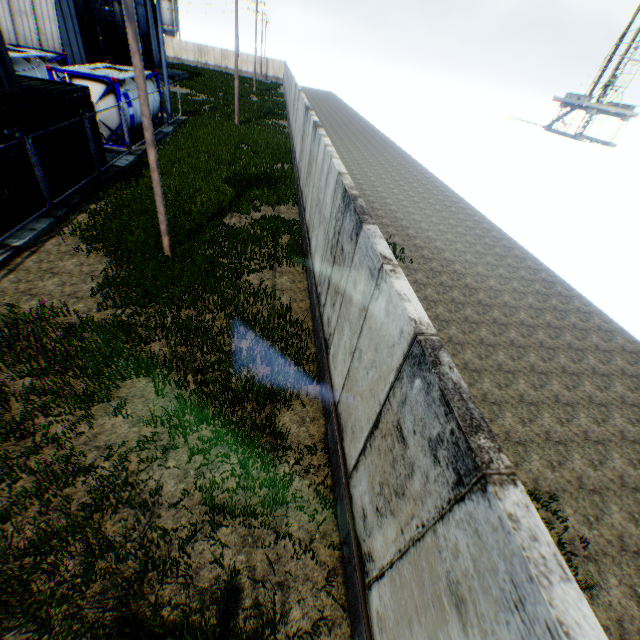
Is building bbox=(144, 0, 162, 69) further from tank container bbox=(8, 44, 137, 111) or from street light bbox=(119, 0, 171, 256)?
Answer: street light bbox=(119, 0, 171, 256)

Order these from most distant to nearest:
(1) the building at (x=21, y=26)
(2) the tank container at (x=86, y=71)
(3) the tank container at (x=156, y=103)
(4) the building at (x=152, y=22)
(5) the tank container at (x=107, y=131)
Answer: (4) the building at (x=152, y=22), (1) the building at (x=21, y=26), (3) the tank container at (x=156, y=103), (5) the tank container at (x=107, y=131), (2) the tank container at (x=86, y=71)

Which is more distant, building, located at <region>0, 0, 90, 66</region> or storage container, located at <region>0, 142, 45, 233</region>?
building, located at <region>0, 0, 90, 66</region>

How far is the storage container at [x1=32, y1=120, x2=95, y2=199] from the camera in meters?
11.5

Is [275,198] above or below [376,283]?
below

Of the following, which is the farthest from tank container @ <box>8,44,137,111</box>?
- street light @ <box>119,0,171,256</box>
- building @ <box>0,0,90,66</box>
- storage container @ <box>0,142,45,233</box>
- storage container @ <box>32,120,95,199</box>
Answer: street light @ <box>119,0,171,256</box>

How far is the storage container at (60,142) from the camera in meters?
11.5 m
